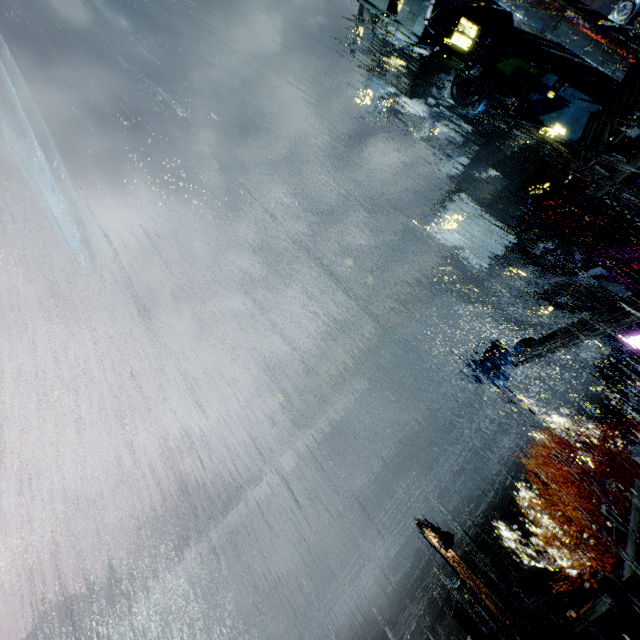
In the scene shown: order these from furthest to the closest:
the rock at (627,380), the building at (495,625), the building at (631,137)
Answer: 1. the rock at (627,380)
2. the building at (495,625)
3. the building at (631,137)

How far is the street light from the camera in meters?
14.0 m

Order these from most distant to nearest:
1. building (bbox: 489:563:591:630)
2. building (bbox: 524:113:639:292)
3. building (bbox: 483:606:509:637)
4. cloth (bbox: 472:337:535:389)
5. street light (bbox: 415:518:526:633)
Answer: cloth (bbox: 472:337:535:389) < building (bbox: 483:606:509:637) < building (bbox: 489:563:591:630) < street light (bbox: 415:518:526:633) < building (bbox: 524:113:639:292)

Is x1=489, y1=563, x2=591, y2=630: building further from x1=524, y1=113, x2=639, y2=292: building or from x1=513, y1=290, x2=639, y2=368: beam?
x1=513, y1=290, x2=639, y2=368: beam

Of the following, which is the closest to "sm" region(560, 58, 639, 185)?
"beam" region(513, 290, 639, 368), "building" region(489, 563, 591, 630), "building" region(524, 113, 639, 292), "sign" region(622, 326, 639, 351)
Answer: "building" region(524, 113, 639, 292)

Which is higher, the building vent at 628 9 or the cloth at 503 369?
the building vent at 628 9

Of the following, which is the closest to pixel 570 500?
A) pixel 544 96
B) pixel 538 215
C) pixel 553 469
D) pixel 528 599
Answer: pixel 553 469

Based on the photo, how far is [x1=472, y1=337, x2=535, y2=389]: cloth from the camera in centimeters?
2028cm
